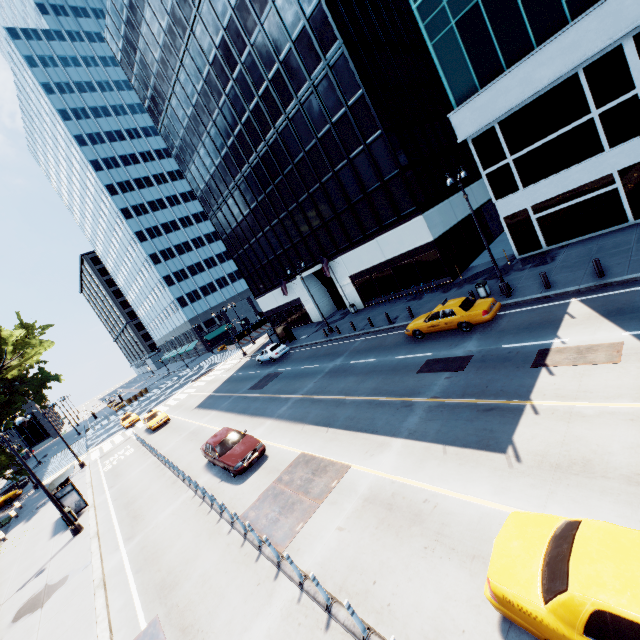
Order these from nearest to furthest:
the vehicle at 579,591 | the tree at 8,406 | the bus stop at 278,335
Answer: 1. the vehicle at 579,591
2. the tree at 8,406
3. the bus stop at 278,335

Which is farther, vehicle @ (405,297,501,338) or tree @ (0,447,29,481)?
tree @ (0,447,29,481)

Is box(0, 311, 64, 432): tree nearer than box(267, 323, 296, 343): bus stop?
Yes

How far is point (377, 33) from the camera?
26.05m

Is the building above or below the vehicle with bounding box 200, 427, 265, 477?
above

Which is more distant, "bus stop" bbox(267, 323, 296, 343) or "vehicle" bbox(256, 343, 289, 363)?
"bus stop" bbox(267, 323, 296, 343)

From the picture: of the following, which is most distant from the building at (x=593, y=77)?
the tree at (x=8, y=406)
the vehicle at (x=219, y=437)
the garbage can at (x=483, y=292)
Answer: the tree at (x=8, y=406)

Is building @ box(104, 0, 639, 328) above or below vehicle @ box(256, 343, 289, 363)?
above
